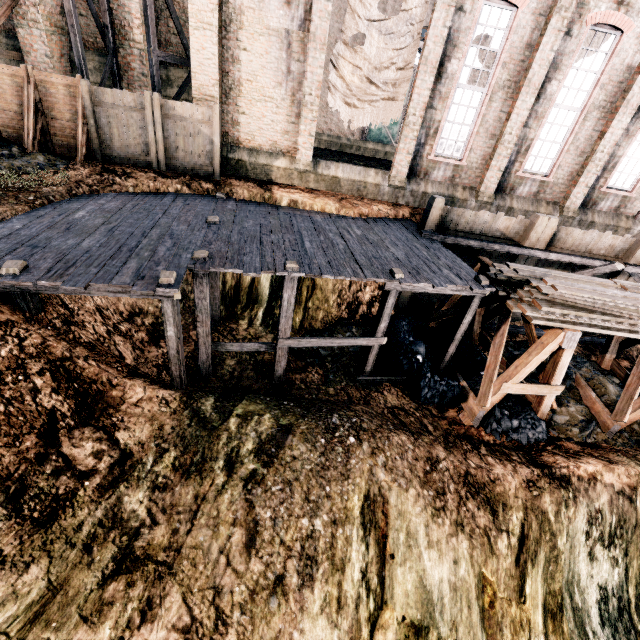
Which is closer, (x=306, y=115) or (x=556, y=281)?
(x=556, y=281)

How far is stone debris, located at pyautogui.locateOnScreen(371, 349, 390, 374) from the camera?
12.02m

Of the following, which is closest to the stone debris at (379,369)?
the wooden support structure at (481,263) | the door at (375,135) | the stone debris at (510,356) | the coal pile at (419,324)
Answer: the coal pile at (419,324)

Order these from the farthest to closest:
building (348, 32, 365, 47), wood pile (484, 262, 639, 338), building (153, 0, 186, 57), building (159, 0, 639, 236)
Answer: building (348, 32, 365, 47) → building (153, 0, 186, 57) → building (159, 0, 639, 236) → wood pile (484, 262, 639, 338)

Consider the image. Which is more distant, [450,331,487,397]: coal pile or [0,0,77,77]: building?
[0,0,77,77]: building

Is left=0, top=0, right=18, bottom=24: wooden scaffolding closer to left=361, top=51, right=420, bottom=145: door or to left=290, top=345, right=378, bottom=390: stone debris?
left=290, top=345, right=378, bottom=390: stone debris

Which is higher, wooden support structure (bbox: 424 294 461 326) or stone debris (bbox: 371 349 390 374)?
wooden support structure (bbox: 424 294 461 326)

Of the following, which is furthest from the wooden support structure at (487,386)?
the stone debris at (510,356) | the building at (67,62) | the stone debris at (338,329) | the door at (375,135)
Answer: the door at (375,135)
